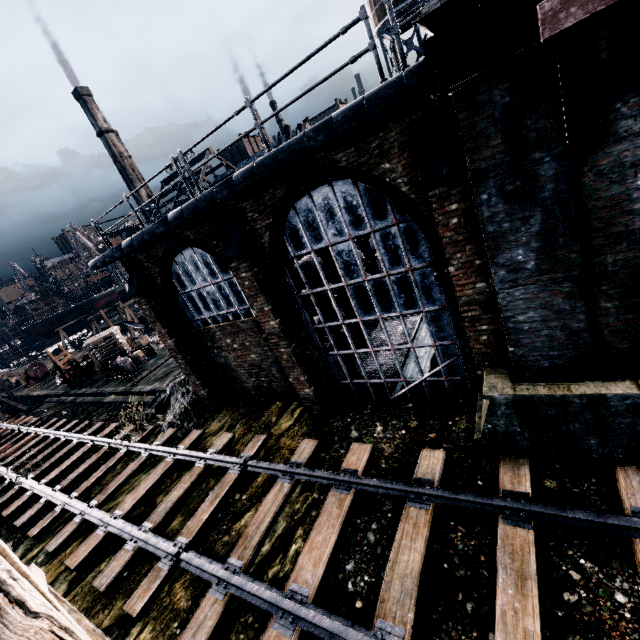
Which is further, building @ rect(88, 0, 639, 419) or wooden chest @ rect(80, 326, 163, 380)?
wooden chest @ rect(80, 326, 163, 380)

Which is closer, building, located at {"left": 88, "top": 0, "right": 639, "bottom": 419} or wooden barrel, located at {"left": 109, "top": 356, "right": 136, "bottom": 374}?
building, located at {"left": 88, "top": 0, "right": 639, "bottom": 419}

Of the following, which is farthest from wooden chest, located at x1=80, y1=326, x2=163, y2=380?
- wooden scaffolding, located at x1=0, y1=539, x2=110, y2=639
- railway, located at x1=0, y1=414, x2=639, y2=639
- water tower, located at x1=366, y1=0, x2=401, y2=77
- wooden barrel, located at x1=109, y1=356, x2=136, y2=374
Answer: water tower, located at x1=366, y1=0, x2=401, y2=77

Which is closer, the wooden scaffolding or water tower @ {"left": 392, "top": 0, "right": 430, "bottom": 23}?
the wooden scaffolding

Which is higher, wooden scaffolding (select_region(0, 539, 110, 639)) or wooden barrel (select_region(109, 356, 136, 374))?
wooden scaffolding (select_region(0, 539, 110, 639))

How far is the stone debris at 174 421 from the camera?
14.7 meters

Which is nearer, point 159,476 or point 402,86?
point 402,86

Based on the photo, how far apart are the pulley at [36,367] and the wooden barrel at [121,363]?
24.08m
